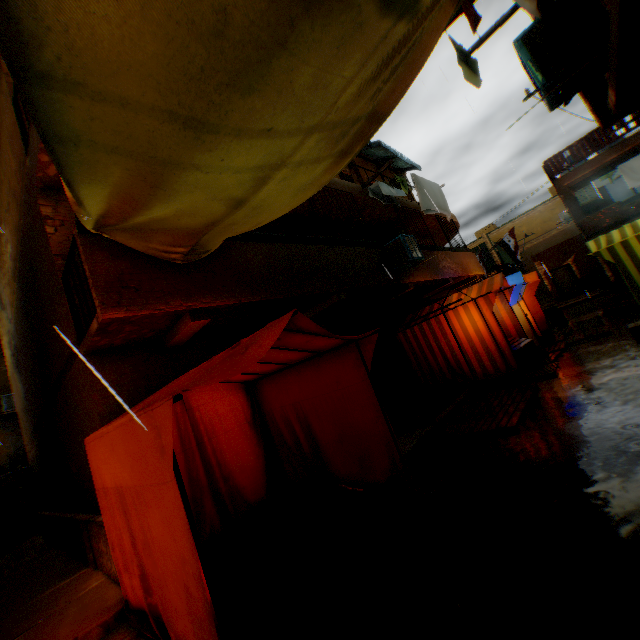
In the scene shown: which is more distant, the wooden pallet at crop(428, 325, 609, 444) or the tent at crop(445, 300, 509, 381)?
Answer: the tent at crop(445, 300, 509, 381)

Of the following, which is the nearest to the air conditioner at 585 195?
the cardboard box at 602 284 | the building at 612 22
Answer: the building at 612 22

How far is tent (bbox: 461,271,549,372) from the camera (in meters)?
8.21

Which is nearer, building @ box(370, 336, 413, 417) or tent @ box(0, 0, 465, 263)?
tent @ box(0, 0, 465, 263)

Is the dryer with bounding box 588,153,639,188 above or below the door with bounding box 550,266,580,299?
above

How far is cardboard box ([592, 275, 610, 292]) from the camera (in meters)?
19.88

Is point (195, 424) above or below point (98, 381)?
below

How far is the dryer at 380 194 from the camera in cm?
1023
